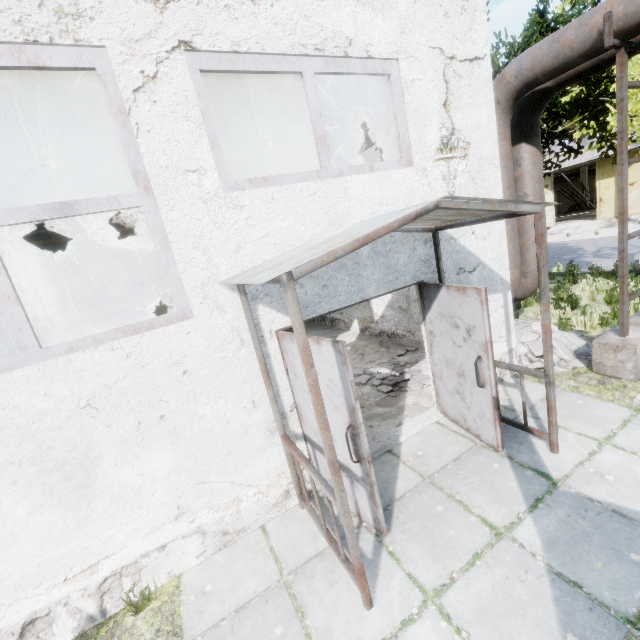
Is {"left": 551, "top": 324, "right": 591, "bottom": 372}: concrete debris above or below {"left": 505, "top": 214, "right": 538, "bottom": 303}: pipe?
below

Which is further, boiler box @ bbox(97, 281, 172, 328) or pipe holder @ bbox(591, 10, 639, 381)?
boiler box @ bbox(97, 281, 172, 328)

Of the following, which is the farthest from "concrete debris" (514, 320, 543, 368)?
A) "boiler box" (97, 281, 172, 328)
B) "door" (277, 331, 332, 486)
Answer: "boiler box" (97, 281, 172, 328)

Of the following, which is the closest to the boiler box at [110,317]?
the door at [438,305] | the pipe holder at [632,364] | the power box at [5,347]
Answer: the power box at [5,347]

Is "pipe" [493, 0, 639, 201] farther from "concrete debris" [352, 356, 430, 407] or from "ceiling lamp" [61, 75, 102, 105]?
"ceiling lamp" [61, 75, 102, 105]

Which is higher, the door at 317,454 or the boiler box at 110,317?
the boiler box at 110,317

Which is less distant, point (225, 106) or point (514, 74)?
point (514, 74)

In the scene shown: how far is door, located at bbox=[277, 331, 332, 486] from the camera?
3.6 meters
